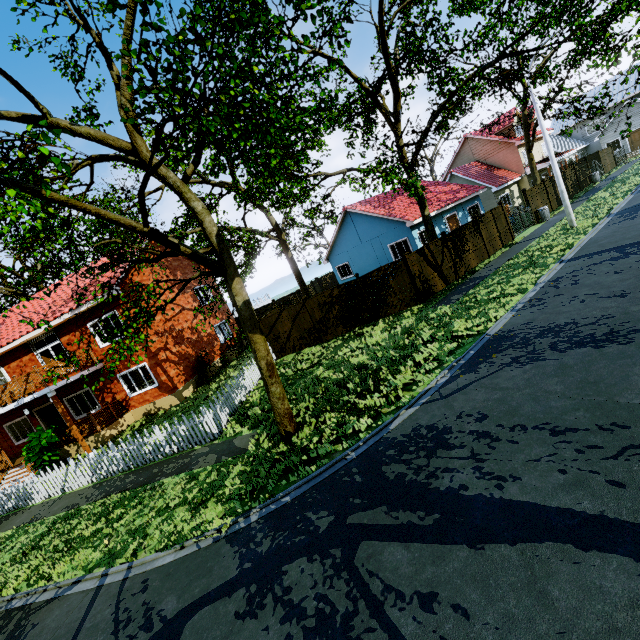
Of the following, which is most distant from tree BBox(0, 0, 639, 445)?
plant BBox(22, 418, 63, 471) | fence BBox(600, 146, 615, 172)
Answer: plant BBox(22, 418, 63, 471)

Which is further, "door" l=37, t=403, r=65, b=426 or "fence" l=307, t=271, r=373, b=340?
"door" l=37, t=403, r=65, b=426

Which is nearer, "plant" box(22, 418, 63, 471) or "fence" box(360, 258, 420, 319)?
"plant" box(22, 418, 63, 471)

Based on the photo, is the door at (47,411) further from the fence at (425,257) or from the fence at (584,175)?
the fence at (584,175)

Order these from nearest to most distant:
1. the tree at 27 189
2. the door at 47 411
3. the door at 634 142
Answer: the tree at 27 189 → the door at 47 411 → the door at 634 142

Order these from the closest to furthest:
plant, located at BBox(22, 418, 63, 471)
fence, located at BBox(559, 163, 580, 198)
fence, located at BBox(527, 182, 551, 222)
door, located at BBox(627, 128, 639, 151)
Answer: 1. plant, located at BBox(22, 418, 63, 471)
2. fence, located at BBox(527, 182, 551, 222)
3. fence, located at BBox(559, 163, 580, 198)
4. door, located at BBox(627, 128, 639, 151)

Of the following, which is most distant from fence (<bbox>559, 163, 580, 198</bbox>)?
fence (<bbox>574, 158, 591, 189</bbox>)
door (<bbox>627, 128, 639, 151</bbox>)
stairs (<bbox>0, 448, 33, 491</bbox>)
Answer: door (<bbox>627, 128, 639, 151</bbox>)

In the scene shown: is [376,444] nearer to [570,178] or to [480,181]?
[480,181]
